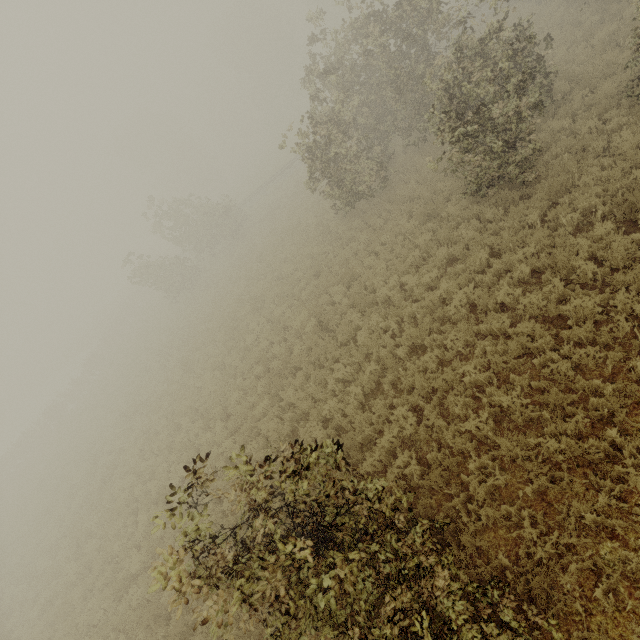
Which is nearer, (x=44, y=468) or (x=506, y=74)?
(x=506, y=74)
